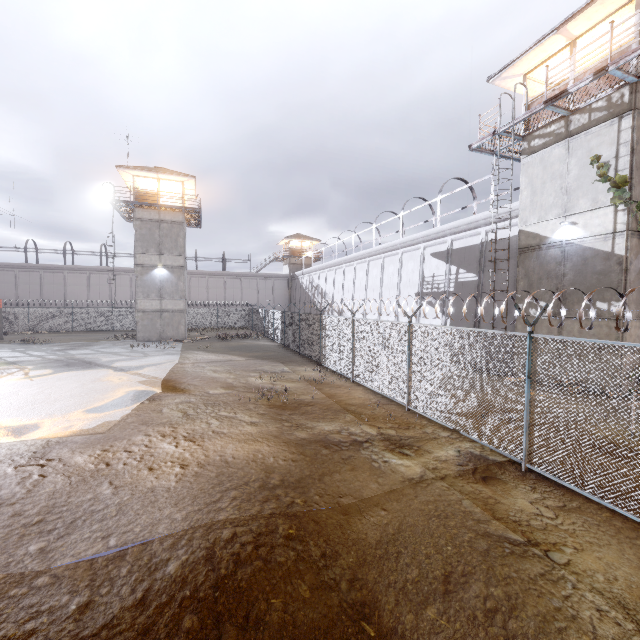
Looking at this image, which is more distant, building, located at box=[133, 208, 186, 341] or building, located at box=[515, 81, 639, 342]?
building, located at box=[133, 208, 186, 341]

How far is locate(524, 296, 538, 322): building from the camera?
13.9m

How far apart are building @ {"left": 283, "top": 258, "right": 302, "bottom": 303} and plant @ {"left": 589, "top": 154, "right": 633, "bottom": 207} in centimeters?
4295cm

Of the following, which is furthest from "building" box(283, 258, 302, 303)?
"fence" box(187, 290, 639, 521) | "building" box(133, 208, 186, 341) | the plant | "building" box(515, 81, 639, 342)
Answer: the plant

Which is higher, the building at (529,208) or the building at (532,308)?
the building at (529,208)

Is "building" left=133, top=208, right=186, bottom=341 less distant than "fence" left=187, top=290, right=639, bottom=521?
No

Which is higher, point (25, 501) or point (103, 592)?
point (25, 501)

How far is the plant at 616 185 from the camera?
10.77m
